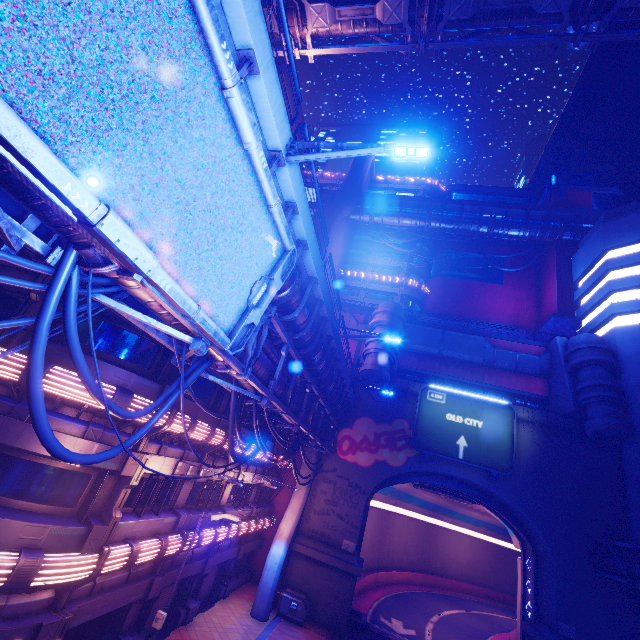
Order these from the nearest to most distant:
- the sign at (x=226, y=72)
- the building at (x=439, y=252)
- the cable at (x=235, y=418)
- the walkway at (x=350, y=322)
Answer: the sign at (x=226, y=72), the cable at (x=235, y=418), the walkway at (x=350, y=322), the building at (x=439, y=252)

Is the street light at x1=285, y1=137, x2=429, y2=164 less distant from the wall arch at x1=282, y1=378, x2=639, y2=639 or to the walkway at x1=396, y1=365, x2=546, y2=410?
the wall arch at x1=282, y1=378, x2=639, y2=639

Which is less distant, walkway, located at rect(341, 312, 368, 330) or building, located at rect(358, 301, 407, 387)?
building, located at rect(358, 301, 407, 387)

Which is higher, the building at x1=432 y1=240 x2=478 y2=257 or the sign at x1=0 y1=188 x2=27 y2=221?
the building at x1=432 y1=240 x2=478 y2=257

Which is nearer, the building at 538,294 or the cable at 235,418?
the cable at 235,418

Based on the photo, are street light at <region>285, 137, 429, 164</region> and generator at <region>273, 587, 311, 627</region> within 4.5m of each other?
no

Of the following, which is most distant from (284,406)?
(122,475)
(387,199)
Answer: (387,199)

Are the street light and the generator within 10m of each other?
no
